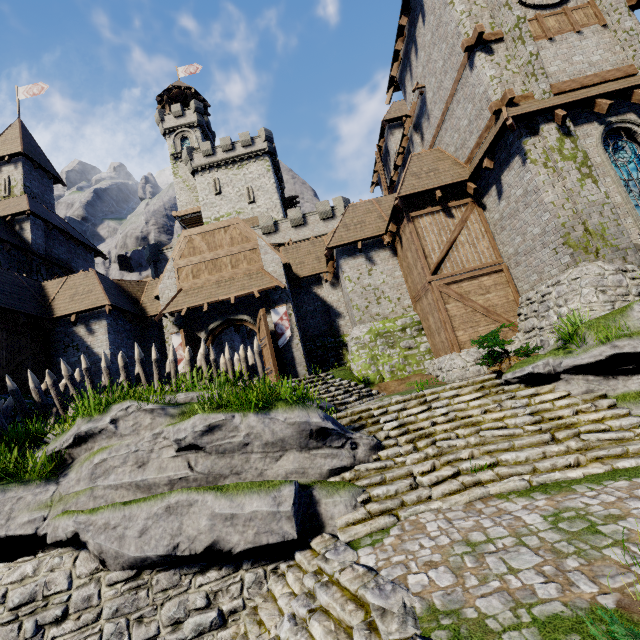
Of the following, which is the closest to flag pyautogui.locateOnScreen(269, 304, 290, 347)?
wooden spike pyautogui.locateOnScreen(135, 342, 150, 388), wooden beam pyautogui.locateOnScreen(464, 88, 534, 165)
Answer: wooden spike pyautogui.locateOnScreen(135, 342, 150, 388)

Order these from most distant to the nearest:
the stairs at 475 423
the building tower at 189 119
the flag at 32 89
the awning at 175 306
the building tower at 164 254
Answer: the building tower at 189 119
the building tower at 164 254
the flag at 32 89
the awning at 175 306
the stairs at 475 423

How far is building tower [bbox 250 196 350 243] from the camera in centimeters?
3228cm

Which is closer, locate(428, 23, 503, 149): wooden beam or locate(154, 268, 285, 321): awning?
locate(428, 23, 503, 149): wooden beam

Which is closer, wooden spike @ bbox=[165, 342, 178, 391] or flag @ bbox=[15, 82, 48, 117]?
wooden spike @ bbox=[165, 342, 178, 391]

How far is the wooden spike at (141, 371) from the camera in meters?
9.9 m

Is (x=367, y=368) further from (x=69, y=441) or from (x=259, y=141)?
(x=259, y=141)

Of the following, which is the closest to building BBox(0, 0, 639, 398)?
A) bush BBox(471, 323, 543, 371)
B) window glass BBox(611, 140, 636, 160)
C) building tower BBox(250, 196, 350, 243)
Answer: window glass BBox(611, 140, 636, 160)
